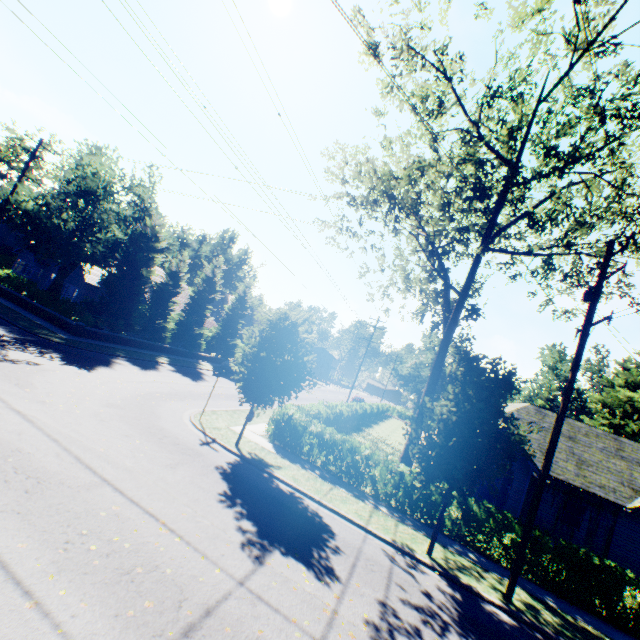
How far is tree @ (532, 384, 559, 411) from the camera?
57.4 meters

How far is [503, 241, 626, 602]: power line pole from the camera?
9.69m

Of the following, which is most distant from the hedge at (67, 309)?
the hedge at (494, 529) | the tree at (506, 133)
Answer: the hedge at (494, 529)

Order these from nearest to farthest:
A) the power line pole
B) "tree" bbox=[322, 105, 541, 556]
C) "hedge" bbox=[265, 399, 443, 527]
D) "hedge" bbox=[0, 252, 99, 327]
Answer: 1. the power line pole
2. "tree" bbox=[322, 105, 541, 556]
3. "hedge" bbox=[265, 399, 443, 527]
4. "hedge" bbox=[0, 252, 99, 327]

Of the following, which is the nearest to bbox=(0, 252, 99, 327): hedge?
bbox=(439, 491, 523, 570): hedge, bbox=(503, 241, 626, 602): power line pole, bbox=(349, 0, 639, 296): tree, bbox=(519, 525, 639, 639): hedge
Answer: bbox=(349, 0, 639, 296): tree

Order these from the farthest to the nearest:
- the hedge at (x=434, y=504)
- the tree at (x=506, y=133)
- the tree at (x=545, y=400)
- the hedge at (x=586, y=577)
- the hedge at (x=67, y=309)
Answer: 1. the tree at (x=545, y=400)
2. the hedge at (x=67, y=309)
3. the hedge at (x=434, y=504)
4. the tree at (x=506, y=133)
5. the hedge at (x=586, y=577)

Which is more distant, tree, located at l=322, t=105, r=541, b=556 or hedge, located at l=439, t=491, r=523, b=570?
hedge, located at l=439, t=491, r=523, b=570

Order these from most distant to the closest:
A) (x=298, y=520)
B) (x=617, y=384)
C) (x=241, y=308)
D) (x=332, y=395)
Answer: (x=332, y=395), (x=617, y=384), (x=241, y=308), (x=298, y=520)
